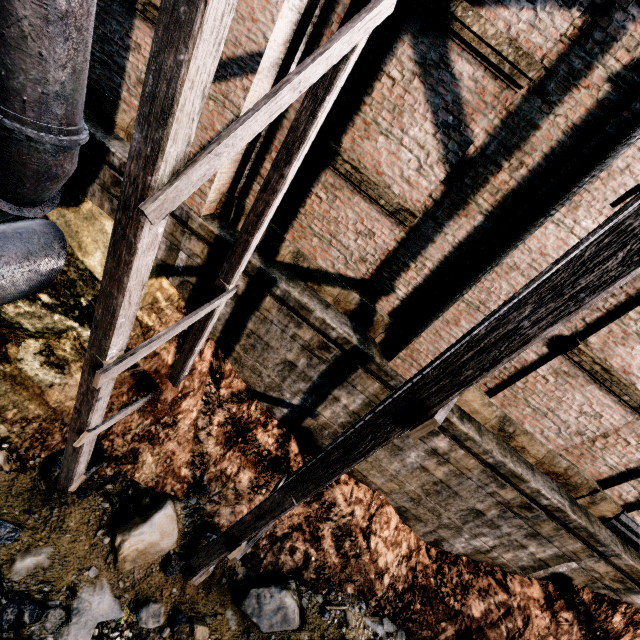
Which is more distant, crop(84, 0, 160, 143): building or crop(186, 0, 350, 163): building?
crop(84, 0, 160, 143): building

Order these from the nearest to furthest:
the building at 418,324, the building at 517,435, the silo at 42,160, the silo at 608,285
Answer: the silo at 608,285 < the silo at 42,160 < the building at 418,324 < the building at 517,435

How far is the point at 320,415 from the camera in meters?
8.3

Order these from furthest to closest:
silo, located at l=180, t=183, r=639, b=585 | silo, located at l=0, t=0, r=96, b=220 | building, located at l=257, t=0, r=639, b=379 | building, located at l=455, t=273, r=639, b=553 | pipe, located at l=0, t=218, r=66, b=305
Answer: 1. pipe, located at l=0, t=218, r=66, b=305
2. building, located at l=455, t=273, r=639, b=553
3. building, located at l=257, t=0, r=639, b=379
4. silo, located at l=0, t=0, r=96, b=220
5. silo, located at l=180, t=183, r=639, b=585

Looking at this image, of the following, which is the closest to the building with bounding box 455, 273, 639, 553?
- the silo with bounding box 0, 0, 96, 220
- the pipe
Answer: the silo with bounding box 0, 0, 96, 220

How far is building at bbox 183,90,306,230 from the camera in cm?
635

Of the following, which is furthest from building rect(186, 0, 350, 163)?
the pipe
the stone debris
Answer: the stone debris

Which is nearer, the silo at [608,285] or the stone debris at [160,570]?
the silo at [608,285]
